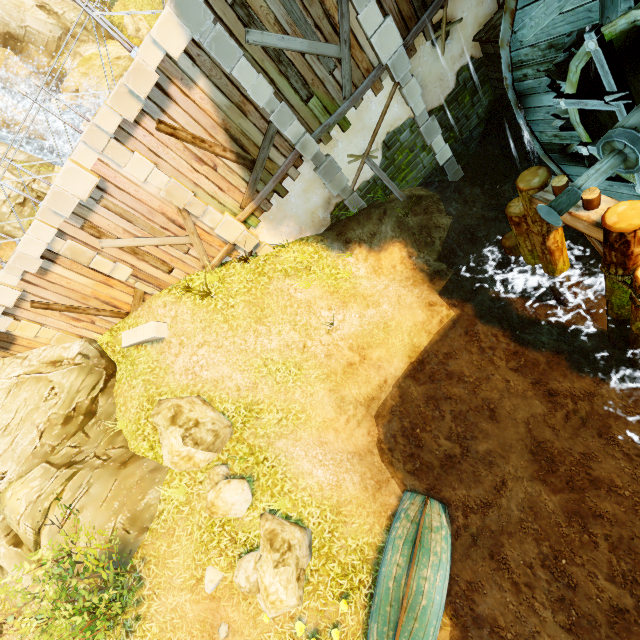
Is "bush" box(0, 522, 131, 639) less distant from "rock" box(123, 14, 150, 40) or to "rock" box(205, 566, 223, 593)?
"rock" box(205, 566, 223, 593)

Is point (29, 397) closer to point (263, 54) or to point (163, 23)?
point (163, 23)

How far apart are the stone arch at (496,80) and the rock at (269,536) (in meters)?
12.75

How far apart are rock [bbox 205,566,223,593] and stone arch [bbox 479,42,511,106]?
14.5 meters

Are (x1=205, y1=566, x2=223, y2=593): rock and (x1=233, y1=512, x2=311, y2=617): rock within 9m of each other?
yes

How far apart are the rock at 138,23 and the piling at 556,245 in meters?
33.7 m

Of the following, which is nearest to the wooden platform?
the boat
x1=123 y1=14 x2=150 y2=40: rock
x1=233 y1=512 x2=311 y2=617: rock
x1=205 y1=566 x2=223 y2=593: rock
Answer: the boat

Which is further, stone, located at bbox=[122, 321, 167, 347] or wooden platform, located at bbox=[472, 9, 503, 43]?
stone, located at bbox=[122, 321, 167, 347]
